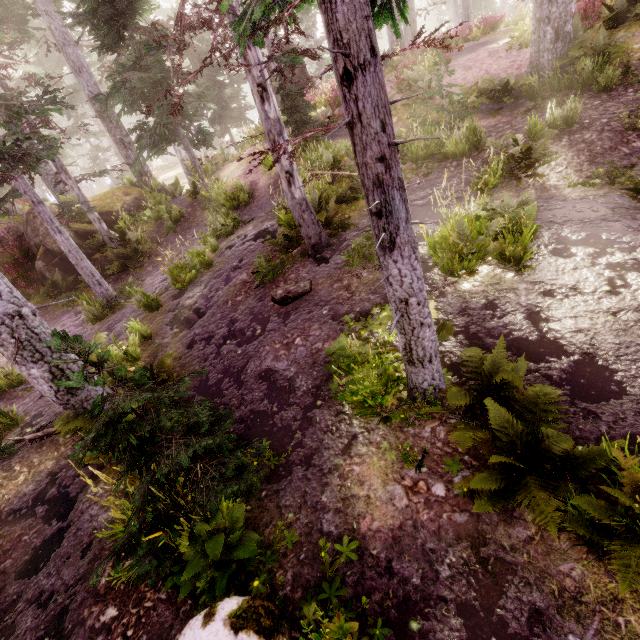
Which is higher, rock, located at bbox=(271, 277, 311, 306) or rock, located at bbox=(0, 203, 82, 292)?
rock, located at bbox=(0, 203, 82, 292)

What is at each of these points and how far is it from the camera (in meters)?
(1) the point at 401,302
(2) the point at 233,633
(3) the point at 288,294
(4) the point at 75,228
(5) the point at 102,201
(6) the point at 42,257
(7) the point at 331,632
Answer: →
(1) instancedfoliageactor, 3.32
(2) rock, 2.41
(3) rock, 7.11
(4) rock, 14.33
(5) rock, 16.44
(6) rock, 13.75
(7) instancedfoliageactor, 2.19

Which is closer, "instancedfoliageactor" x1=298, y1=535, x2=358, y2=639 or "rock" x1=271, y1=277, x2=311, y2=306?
"instancedfoliageactor" x1=298, y1=535, x2=358, y2=639

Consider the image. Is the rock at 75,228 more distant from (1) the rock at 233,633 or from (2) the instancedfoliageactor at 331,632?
(1) the rock at 233,633

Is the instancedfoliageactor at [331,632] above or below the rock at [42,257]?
below

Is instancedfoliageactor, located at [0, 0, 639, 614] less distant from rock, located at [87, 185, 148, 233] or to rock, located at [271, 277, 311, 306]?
rock, located at [87, 185, 148, 233]

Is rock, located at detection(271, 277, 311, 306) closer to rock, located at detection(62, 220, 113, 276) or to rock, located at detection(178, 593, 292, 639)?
rock, located at detection(178, 593, 292, 639)
